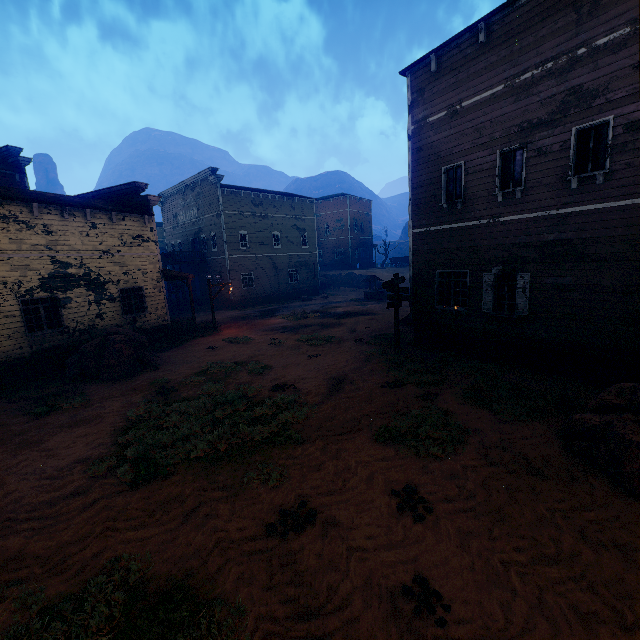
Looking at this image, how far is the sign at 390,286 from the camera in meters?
13.1 m

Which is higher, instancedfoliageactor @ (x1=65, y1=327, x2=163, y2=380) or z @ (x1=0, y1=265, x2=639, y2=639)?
instancedfoliageactor @ (x1=65, y1=327, x2=163, y2=380)

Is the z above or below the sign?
below

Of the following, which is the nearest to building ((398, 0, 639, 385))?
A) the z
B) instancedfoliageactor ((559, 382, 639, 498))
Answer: the z

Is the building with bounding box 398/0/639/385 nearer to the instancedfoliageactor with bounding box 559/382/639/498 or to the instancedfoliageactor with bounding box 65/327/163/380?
the instancedfoliageactor with bounding box 65/327/163/380

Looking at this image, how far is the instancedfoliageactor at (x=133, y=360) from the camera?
12.68m

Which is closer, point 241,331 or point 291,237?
point 241,331

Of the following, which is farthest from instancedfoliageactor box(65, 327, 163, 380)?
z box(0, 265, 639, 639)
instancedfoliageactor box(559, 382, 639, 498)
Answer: instancedfoliageactor box(559, 382, 639, 498)
